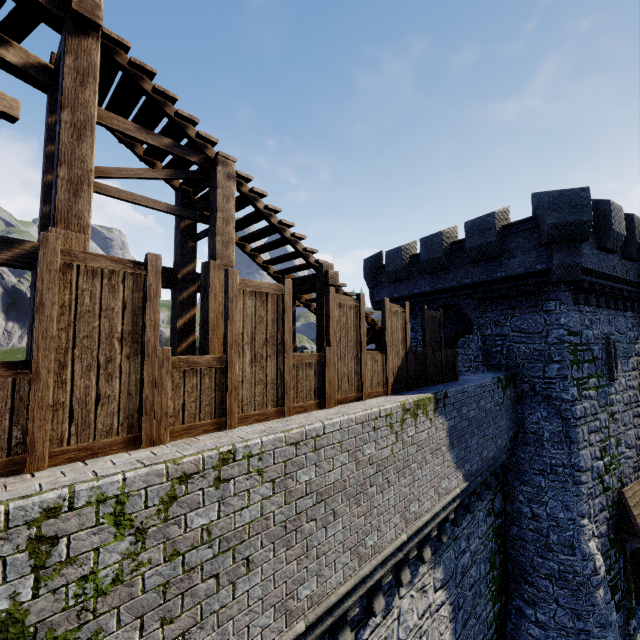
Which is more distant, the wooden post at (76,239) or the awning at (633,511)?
the awning at (633,511)

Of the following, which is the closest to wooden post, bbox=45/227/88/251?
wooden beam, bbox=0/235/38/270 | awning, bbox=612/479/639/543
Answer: wooden beam, bbox=0/235/38/270

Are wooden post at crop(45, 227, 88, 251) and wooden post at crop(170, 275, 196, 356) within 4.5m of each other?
yes

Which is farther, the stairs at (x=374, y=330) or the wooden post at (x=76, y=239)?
the stairs at (x=374, y=330)

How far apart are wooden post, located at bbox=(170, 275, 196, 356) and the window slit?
15.7 meters

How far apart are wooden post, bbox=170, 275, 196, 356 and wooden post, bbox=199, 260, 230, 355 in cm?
110

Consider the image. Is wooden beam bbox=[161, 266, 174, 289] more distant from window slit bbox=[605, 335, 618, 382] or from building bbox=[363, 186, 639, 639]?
window slit bbox=[605, 335, 618, 382]

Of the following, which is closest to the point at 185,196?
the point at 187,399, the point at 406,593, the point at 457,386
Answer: the point at 187,399
